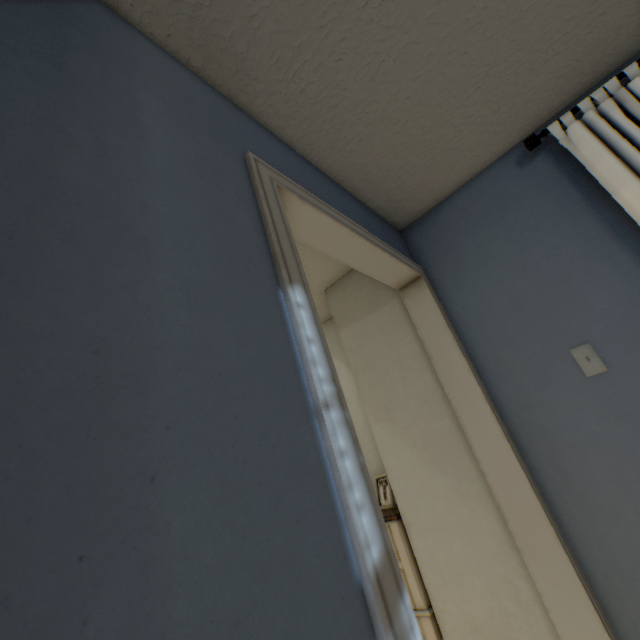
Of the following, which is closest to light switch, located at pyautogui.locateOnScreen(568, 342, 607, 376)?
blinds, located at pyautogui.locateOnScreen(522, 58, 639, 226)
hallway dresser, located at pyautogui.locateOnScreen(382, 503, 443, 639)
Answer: blinds, located at pyautogui.locateOnScreen(522, 58, 639, 226)

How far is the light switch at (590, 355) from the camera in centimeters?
134cm

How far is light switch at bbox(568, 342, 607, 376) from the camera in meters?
1.3 m

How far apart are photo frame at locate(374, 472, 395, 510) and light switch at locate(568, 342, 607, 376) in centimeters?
131cm

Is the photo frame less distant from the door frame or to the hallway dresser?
the hallway dresser

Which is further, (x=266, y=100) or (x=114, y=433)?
(x=266, y=100)

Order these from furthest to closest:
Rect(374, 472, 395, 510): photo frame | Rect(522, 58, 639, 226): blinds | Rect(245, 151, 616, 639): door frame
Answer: Rect(374, 472, 395, 510): photo frame < Rect(522, 58, 639, 226): blinds < Rect(245, 151, 616, 639): door frame

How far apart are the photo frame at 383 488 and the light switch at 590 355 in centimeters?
131cm
